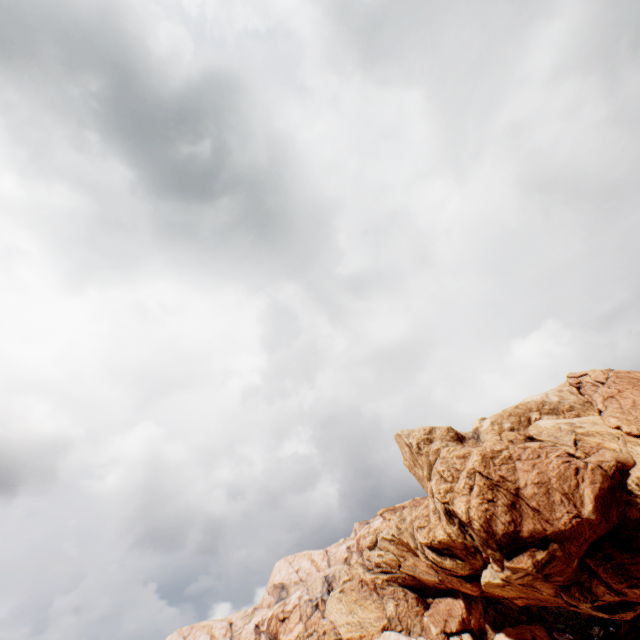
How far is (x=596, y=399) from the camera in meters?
54.3 m
